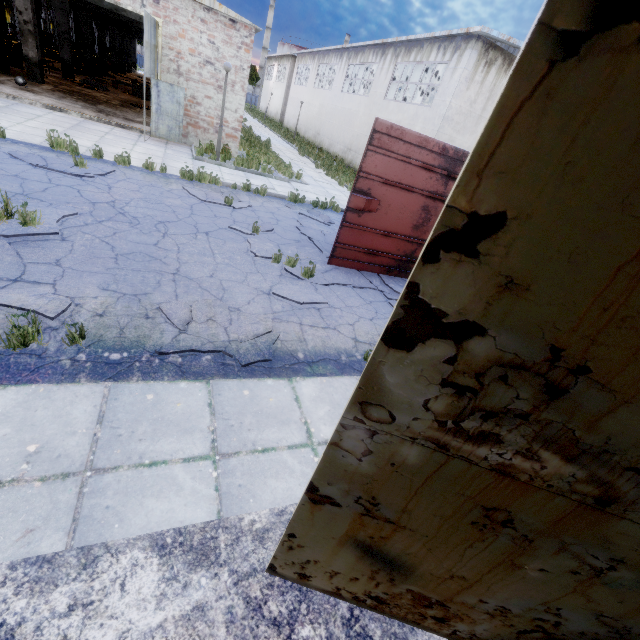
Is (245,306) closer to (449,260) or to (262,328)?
(262,328)

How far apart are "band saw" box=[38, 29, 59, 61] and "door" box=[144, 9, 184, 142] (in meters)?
15.48

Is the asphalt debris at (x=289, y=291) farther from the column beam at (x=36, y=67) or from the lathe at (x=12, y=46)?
the lathe at (x=12, y=46)

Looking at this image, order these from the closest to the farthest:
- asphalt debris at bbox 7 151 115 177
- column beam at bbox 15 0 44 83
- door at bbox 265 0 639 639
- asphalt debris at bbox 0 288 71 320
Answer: door at bbox 265 0 639 639 → asphalt debris at bbox 0 288 71 320 → asphalt debris at bbox 7 151 115 177 → column beam at bbox 15 0 44 83

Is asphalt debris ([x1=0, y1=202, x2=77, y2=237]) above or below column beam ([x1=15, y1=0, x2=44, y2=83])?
below

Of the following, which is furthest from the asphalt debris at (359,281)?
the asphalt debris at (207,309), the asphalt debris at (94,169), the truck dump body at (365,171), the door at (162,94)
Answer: the door at (162,94)

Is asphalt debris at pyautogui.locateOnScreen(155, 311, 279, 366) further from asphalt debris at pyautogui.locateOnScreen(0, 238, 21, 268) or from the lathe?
the lathe

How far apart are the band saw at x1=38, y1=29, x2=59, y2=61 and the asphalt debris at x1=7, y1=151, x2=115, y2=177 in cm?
2172
